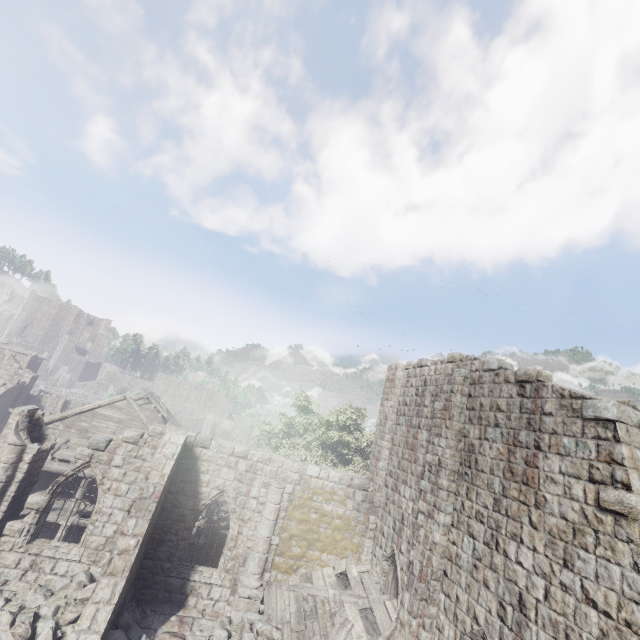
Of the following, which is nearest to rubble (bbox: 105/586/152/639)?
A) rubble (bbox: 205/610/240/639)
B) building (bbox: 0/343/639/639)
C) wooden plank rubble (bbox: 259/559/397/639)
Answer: building (bbox: 0/343/639/639)

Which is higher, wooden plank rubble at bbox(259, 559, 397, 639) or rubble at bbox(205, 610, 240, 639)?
wooden plank rubble at bbox(259, 559, 397, 639)

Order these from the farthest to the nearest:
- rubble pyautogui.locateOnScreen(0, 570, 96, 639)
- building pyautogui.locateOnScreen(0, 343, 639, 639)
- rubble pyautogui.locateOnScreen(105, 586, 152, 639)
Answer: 1. rubble pyautogui.locateOnScreen(105, 586, 152, 639)
2. rubble pyautogui.locateOnScreen(0, 570, 96, 639)
3. building pyautogui.locateOnScreen(0, 343, 639, 639)

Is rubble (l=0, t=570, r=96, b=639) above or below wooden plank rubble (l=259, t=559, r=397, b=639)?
below

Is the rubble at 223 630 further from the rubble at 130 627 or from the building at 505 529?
the rubble at 130 627

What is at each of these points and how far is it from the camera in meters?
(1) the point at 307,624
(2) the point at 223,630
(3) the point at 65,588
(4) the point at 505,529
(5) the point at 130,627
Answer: (1) wooden plank rubble, 11.3 m
(2) rubble, 10.9 m
(3) rubble, 11.0 m
(4) building, 8.8 m
(5) rubble, 10.4 m

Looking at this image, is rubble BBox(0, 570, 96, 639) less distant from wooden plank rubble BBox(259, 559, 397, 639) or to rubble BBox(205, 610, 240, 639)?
rubble BBox(205, 610, 240, 639)

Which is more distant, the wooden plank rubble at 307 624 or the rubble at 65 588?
the wooden plank rubble at 307 624
